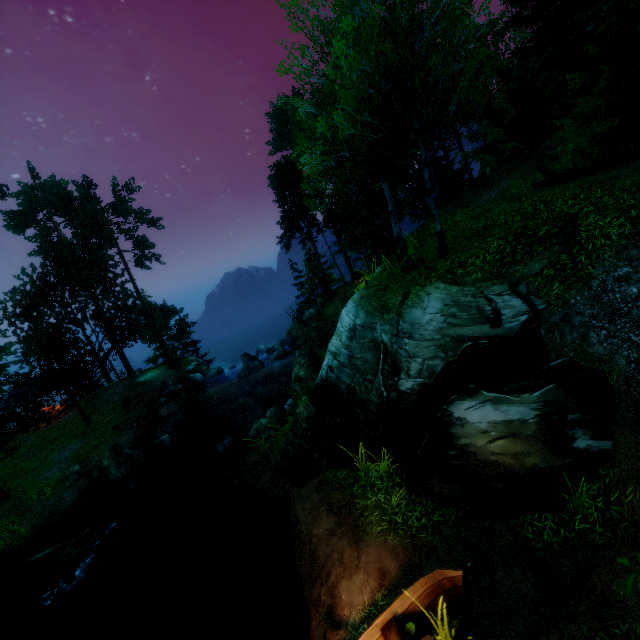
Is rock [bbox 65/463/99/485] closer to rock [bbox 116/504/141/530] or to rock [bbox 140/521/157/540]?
rock [bbox 116/504/141/530]

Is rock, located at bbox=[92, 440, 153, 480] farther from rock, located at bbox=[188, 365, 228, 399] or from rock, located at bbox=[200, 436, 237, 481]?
rock, located at bbox=[188, 365, 228, 399]

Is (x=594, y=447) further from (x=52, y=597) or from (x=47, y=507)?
(x=47, y=507)

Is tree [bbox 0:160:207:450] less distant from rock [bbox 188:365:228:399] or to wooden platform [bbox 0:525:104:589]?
rock [bbox 188:365:228:399]

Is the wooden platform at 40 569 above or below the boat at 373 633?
below

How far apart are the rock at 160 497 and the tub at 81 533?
2.3m

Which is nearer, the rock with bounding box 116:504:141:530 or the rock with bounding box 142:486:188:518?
the rock with bounding box 116:504:141:530

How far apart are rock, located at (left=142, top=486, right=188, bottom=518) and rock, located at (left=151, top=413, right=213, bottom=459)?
4.81m
